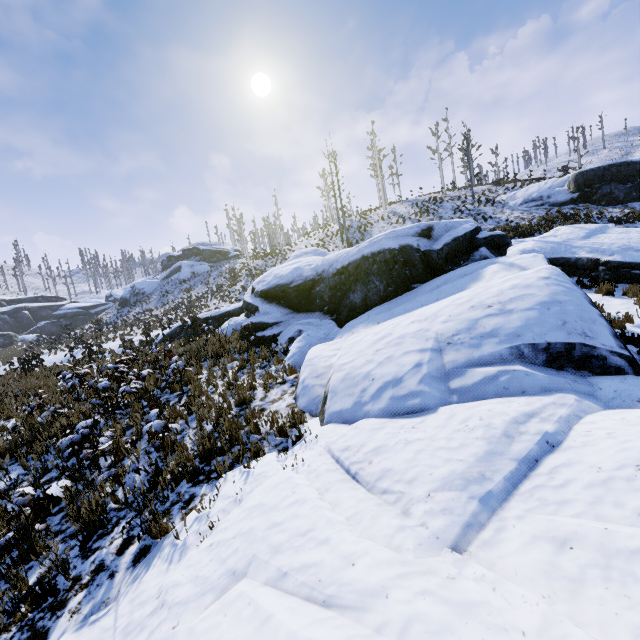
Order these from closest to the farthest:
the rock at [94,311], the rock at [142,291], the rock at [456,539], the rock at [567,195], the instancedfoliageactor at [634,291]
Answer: the rock at [456,539] < the instancedfoliageactor at [634,291] < the rock at [567,195] < the rock at [94,311] < the rock at [142,291]

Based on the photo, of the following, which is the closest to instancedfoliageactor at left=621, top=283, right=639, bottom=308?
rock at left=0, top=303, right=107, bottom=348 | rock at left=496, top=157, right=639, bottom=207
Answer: rock at left=496, top=157, right=639, bottom=207

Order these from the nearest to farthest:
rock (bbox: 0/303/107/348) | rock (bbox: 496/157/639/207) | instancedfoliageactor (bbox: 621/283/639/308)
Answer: instancedfoliageactor (bbox: 621/283/639/308) → rock (bbox: 496/157/639/207) → rock (bbox: 0/303/107/348)

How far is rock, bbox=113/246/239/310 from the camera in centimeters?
4912cm

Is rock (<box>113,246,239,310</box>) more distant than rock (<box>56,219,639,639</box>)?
Yes

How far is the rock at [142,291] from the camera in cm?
4912

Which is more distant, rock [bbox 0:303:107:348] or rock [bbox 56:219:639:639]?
rock [bbox 0:303:107:348]

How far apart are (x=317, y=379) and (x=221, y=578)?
4.1 meters
